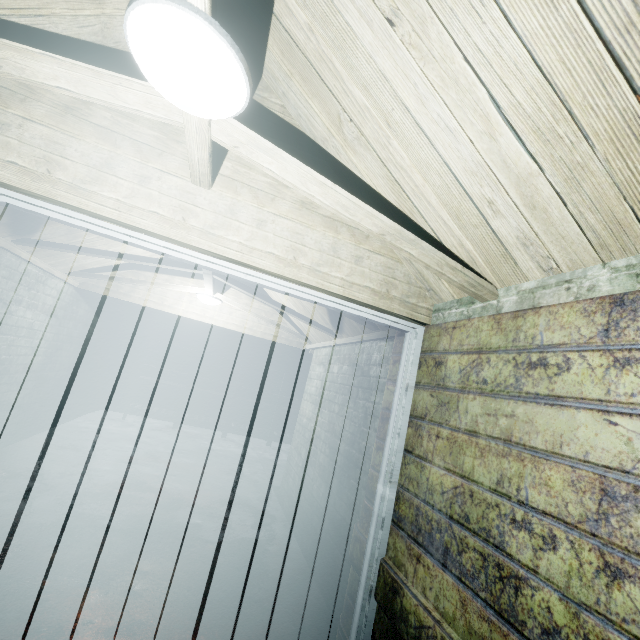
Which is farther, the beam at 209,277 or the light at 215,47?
the beam at 209,277

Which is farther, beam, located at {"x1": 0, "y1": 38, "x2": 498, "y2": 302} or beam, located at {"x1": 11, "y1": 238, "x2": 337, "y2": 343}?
beam, located at {"x1": 11, "y1": 238, "x2": 337, "y2": 343}

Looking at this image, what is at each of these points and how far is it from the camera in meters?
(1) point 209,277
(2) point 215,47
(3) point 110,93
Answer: (1) beam, 3.2
(2) light, 0.8
(3) beam, 1.1

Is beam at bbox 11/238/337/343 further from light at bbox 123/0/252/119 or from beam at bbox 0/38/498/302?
light at bbox 123/0/252/119

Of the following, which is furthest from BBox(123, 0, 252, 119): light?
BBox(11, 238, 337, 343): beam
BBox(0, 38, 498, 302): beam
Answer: BBox(11, 238, 337, 343): beam

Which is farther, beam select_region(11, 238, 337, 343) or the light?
beam select_region(11, 238, 337, 343)

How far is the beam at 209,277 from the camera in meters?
2.8 m
